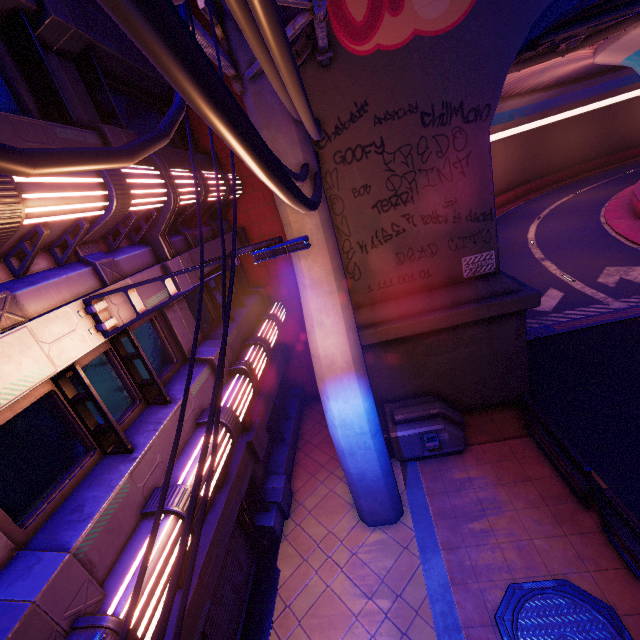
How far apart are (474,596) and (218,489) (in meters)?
5.64

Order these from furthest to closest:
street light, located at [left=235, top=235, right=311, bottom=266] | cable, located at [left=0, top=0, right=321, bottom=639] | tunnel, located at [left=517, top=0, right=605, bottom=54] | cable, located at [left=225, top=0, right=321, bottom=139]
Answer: tunnel, located at [left=517, top=0, right=605, bottom=54] < street light, located at [left=235, top=235, right=311, bottom=266] < cable, located at [left=225, top=0, right=321, bottom=139] < cable, located at [left=0, top=0, right=321, bottom=639]

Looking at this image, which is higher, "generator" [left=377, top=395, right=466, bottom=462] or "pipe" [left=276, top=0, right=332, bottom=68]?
"pipe" [left=276, top=0, right=332, bottom=68]

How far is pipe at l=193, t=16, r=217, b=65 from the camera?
4.8 meters

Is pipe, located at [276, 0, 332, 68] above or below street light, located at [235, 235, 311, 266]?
above

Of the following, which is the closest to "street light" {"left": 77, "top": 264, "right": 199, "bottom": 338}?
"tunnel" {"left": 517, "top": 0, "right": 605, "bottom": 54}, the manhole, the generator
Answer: the generator

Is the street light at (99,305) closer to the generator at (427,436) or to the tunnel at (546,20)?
the generator at (427,436)

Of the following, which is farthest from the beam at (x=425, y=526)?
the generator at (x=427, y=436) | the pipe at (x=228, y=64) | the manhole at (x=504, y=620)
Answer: the pipe at (x=228, y=64)
